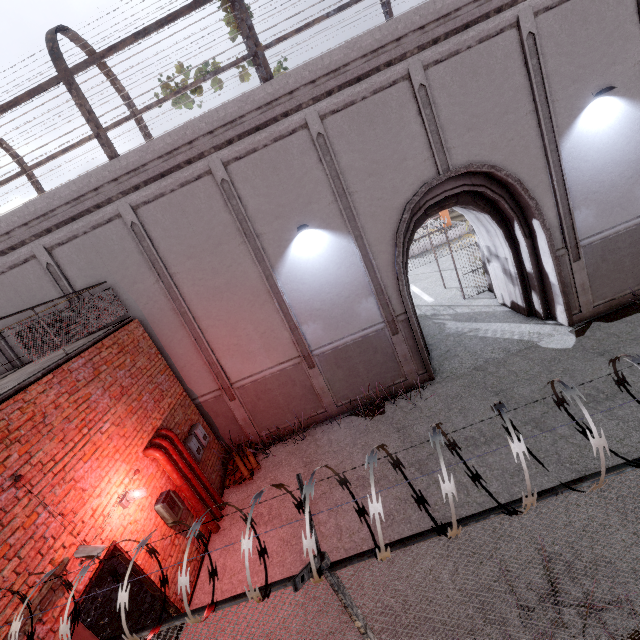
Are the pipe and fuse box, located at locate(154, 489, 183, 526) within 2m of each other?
yes

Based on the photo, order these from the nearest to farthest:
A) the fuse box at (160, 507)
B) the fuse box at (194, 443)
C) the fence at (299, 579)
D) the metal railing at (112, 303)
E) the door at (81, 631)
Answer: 1. the fence at (299, 579)
2. the door at (81, 631)
3. the metal railing at (112, 303)
4. the fuse box at (160, 507)
5. the fuse box at (194, 443)

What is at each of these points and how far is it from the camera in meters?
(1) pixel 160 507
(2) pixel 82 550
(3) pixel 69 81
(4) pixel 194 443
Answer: (1) fuse box, 6.3 m
(2) camera, 4.6 m
(3) metal cage, 7.0 m
(4) fuse box, 8.0 m

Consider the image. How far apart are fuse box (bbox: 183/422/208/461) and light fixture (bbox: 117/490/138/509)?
1.91m

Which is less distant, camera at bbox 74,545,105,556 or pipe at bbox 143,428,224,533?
camera at bbox 74,545,105,556

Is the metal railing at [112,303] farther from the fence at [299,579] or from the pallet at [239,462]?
the pallet at [239,462]

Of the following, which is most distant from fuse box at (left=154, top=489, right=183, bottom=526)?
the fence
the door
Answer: the fence

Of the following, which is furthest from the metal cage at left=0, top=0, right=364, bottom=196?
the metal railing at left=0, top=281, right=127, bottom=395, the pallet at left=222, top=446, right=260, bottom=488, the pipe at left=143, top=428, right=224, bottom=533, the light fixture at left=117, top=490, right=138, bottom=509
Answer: the pallet at left=222, top=446, right=260, bottom=488
